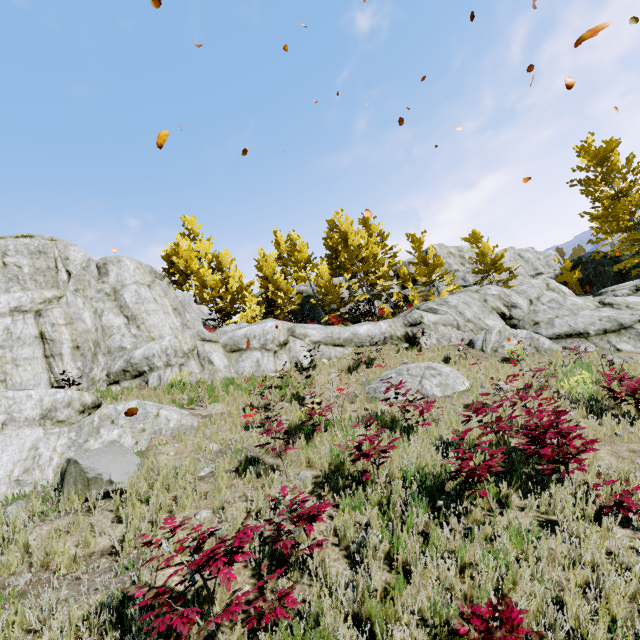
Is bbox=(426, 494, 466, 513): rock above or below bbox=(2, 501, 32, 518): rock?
below

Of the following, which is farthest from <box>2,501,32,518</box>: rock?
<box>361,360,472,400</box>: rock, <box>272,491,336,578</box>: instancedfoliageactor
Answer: <box>361,360,472,400</box>: rock

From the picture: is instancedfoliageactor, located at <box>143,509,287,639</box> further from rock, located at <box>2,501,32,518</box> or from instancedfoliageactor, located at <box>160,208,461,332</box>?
instancedfoliageactor, located at <box>160,208,461,332</box>

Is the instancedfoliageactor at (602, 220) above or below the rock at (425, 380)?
above

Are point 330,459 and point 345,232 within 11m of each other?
no

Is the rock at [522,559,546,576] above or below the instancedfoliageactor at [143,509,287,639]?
below

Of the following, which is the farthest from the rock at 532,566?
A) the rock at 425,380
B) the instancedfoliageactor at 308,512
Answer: the rock at 425,380
